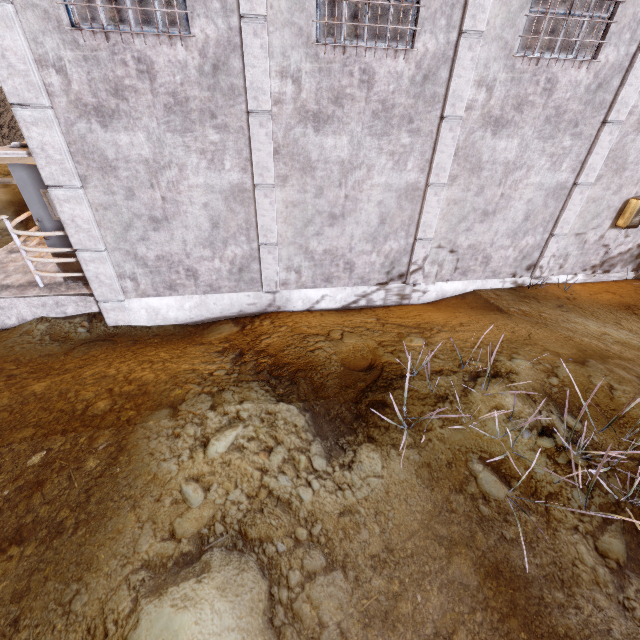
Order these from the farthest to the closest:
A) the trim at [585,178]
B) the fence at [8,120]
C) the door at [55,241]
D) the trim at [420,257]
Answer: the fence at [8,120] → the door at [55,241] → the trim at [585,178] → the trim at [420,257]

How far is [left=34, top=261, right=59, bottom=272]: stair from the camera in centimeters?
677cm

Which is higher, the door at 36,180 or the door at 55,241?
the door at 36,180

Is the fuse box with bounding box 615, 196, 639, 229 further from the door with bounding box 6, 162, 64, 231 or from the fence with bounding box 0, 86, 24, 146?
the door with bounding box 6, 162, 64, 231

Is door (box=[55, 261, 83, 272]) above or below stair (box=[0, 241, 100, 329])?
above

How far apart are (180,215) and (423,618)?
5.84m

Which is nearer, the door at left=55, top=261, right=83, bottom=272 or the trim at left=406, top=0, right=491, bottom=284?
the trim at left=406, top=0, right=491, bottom=284

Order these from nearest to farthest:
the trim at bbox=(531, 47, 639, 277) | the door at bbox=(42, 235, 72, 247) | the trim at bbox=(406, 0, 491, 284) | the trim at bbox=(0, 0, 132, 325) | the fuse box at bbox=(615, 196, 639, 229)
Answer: the trim at bbox=(0, 0, 132, 325), the trim at bbox=(406, 0, 491, 284), the trim at bbox=(531, 47, 639, 277), the door at bbox=(42, 235, 72, 247), the fuse box at bbox=(615, 196, 639, 229)
